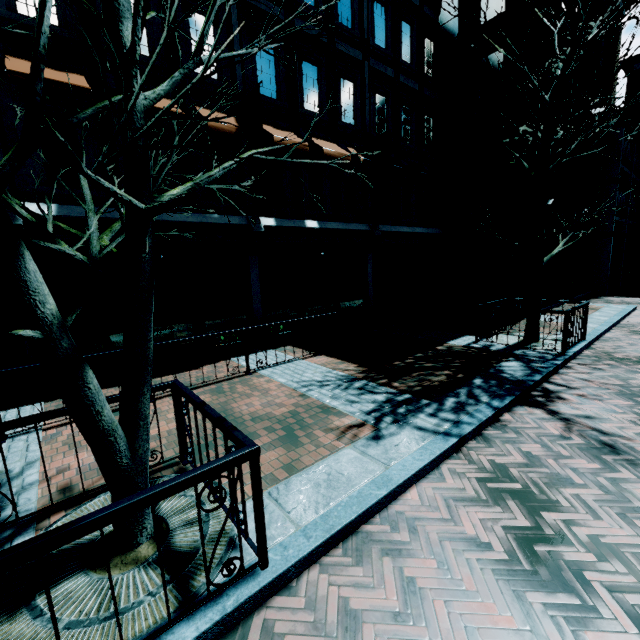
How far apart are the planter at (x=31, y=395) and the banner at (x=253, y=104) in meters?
5.8 m

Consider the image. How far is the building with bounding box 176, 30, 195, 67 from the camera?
7.5 meters

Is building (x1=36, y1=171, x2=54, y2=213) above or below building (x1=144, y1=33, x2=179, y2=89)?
below

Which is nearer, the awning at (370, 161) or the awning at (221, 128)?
the awning at (221, 128)

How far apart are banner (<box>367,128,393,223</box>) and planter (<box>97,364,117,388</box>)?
8.43m

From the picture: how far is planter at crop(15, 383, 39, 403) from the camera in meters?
5.9 m

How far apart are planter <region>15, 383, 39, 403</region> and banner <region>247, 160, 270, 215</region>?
5.8m

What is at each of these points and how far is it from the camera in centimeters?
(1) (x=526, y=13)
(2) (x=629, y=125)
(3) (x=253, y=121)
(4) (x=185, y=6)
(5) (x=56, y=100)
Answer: (1) building, 1108cm
(2) building, 1742cm
(3) banner, 824cm
(4) building, 759cm
(5) building, 631cm
